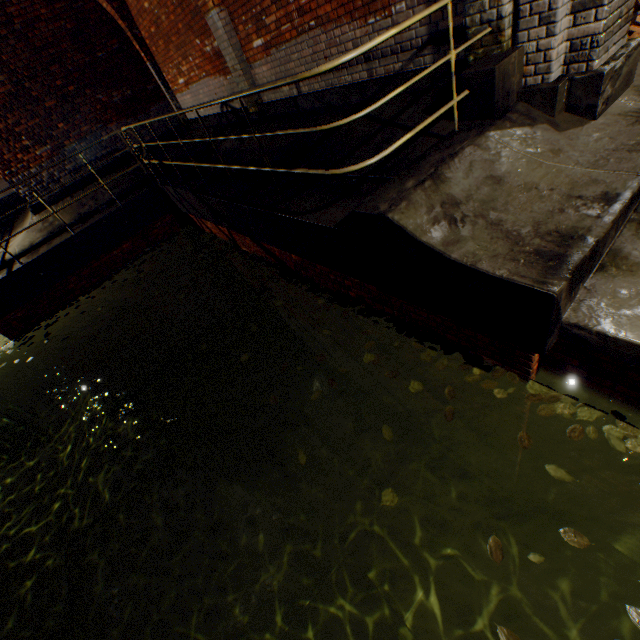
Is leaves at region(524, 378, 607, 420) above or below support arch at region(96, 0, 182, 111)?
below

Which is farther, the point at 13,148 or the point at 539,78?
the point at 13,148

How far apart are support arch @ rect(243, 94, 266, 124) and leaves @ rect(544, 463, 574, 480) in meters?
7.4 m

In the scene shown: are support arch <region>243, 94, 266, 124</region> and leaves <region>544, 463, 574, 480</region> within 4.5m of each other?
no

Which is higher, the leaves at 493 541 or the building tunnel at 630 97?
the building tunnel at 630 97

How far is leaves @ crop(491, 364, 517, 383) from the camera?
2.8 meters

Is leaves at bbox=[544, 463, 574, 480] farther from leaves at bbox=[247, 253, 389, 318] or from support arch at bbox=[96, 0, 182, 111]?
support arch at bbox=[96, 0, 182, 111]

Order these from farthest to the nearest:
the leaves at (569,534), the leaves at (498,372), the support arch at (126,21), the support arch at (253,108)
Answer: the support arch at (126,21) → the support arch at (253,108) → the leaves at (498,372) → the leaves at (569,534)
